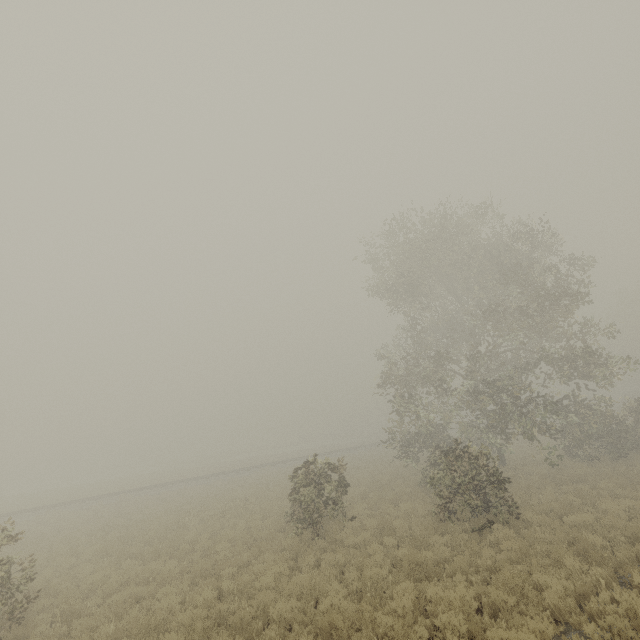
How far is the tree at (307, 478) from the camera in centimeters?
1298cm

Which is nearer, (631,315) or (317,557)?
(317,557)

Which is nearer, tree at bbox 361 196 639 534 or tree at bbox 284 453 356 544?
tree at bbox 284 453 356 544

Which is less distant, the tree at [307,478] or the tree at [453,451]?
the tree at [307,478]

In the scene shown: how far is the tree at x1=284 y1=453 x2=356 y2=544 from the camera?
12.98m
